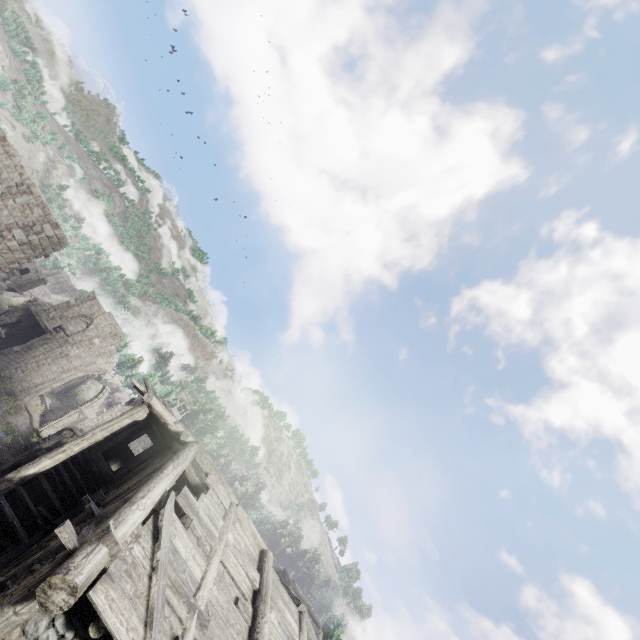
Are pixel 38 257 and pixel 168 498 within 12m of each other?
no

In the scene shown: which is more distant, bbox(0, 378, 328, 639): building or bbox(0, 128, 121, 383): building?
bbox(0, 128, 121, 383): building

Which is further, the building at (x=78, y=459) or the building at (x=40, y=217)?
the building at (x=40, y=217)
